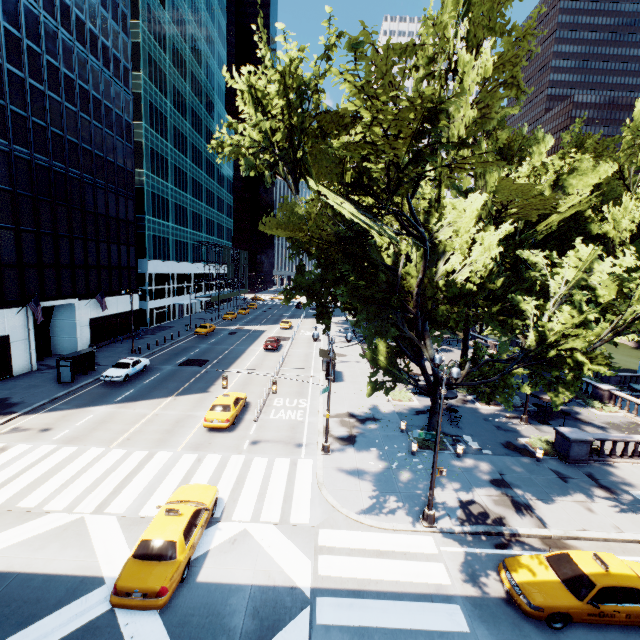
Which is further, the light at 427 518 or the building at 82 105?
the building at 82 105

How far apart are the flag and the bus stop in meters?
3.6

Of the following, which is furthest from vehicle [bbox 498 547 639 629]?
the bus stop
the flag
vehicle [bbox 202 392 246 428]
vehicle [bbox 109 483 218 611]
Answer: the flag

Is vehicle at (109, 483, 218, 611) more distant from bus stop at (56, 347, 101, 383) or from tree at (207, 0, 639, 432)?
bus stop at (56, 347, 101, 383)

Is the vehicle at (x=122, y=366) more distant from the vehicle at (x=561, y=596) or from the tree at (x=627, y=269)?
the vehicle at (x=561, y=596)

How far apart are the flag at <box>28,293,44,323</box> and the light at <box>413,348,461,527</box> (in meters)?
31.98

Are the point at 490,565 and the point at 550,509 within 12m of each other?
yes

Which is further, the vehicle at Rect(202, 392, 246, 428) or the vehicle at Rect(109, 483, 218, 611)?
the vehicle at Rect(202, 392, 246, 428)
